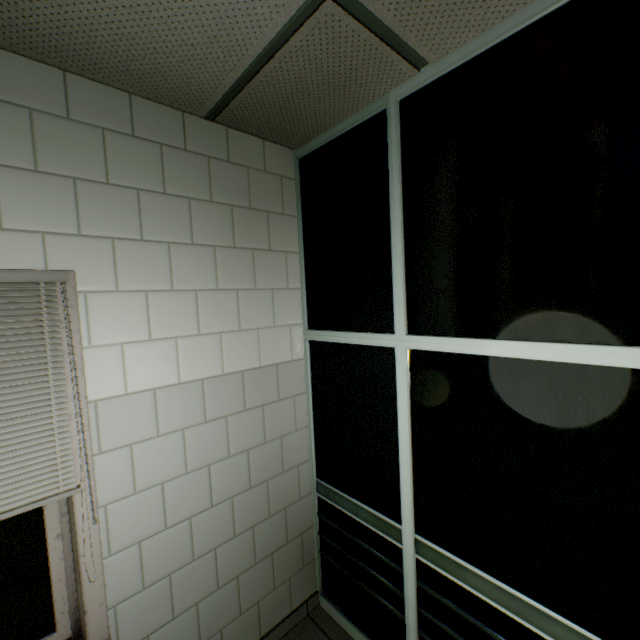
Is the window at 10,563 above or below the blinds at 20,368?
below

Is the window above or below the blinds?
below

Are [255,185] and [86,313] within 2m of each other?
yes
